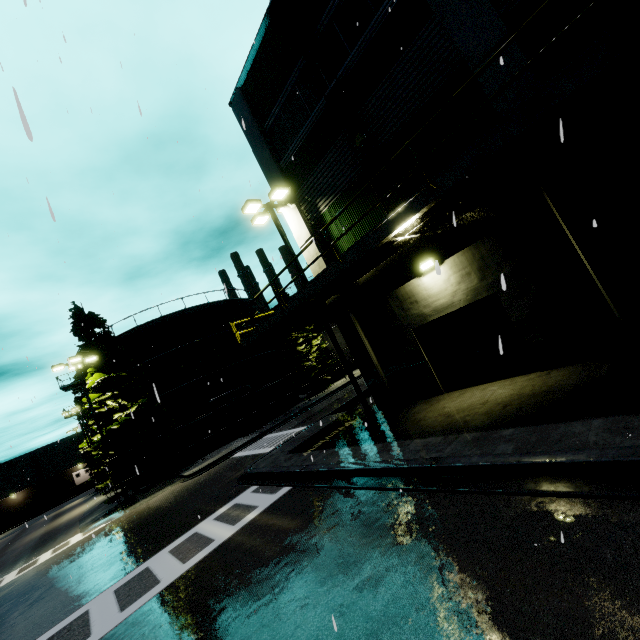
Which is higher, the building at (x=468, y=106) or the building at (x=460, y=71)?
the building at (x=460, y=71)

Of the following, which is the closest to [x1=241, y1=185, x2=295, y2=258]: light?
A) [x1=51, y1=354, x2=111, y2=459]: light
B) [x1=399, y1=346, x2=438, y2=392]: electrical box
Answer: [x1=399, y1=346, x2=438, y2=392]: electrical box

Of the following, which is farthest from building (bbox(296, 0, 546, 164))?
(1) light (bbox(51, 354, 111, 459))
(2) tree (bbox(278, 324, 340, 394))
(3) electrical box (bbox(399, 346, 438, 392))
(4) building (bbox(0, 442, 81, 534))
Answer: (4) building (bbox(0, 442, 81, 534))

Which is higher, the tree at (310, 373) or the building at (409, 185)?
the building at (409, 185)

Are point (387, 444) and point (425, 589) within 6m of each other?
yes

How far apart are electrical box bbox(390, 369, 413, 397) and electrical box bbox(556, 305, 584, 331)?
4.1m

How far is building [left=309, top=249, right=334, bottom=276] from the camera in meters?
12.7 m

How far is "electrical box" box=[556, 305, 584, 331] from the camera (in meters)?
7.41
